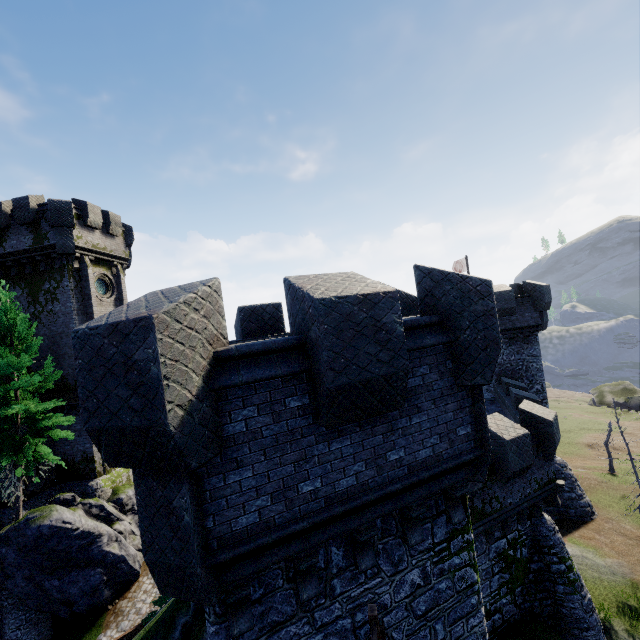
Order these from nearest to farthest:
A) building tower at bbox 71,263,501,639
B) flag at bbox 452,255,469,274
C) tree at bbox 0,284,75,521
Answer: building tower at bbox 71,263,501,639, tree at bbox 0,284,75,521, flag at bbox 452,255,469,274

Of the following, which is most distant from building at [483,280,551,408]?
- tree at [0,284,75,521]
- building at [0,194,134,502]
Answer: building at [0,194,134,502]

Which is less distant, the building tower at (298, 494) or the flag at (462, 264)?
the building tower at (298, 494)

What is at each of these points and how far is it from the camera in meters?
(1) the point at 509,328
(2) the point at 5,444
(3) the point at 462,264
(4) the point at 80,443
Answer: (1) building, 22.5
(2) tree, 17.0
(3) flag, 33.1
(4) building, 23.1

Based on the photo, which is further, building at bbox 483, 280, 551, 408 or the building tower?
building at bbox 483, 280, 551, 408

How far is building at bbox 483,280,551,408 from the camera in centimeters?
2206cm

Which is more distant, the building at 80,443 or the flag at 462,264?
the flag at 462,264

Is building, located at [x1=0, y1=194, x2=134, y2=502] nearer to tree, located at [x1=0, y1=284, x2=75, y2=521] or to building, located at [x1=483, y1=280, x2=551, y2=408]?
tree, located at [x1=0, y1=284, x2=75, y2=521]
